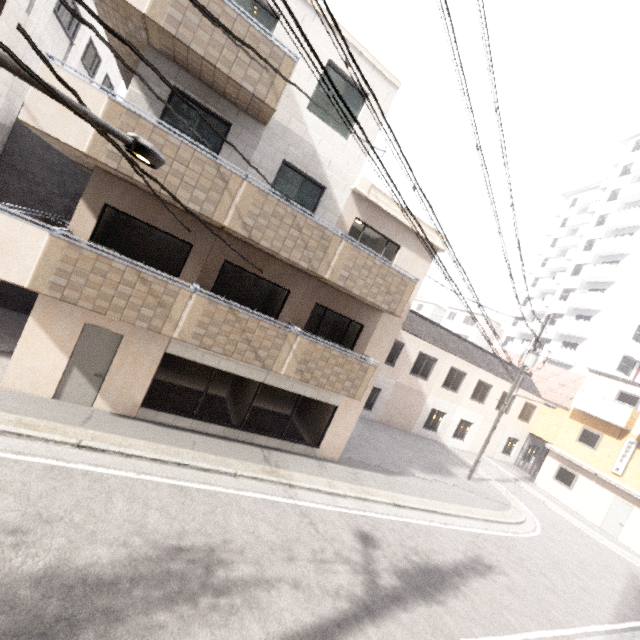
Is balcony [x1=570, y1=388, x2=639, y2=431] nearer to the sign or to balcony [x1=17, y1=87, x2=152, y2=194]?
the sign

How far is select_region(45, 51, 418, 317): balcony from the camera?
6.58m

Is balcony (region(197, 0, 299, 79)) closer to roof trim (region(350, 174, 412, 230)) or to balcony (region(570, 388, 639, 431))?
roof trim (region(350, 174, 412, 230))

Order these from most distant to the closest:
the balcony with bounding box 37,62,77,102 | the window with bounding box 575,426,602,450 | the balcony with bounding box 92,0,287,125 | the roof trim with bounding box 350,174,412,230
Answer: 1. the window with bounding box 575,426,602,450
2. the roof trim with bounding box 350,174,412,230
3. the balcony with bounding box 92,0,287,125
4. the balcony with bounding box 37,62,77,102

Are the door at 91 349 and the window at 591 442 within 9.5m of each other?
no

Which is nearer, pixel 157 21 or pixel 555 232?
pixel 157 21

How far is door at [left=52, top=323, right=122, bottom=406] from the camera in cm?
805

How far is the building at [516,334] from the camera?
40.44m
